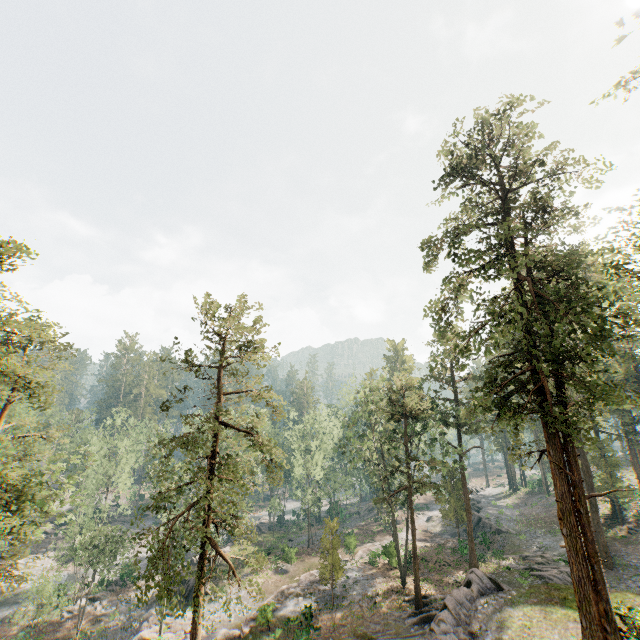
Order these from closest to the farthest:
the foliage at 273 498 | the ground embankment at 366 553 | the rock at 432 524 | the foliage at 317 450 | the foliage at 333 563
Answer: the foliage at 333 563, the ground embankment at 366 553, the foliage at 317 450, the rock at 432 524, the foliage at 273 498

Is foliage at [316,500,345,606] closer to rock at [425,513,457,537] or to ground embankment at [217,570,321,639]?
ground embankment at [217,570,321,639]

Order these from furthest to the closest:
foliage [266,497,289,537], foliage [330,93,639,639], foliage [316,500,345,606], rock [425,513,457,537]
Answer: Answer: foliage [266,497,289,537] < rock [425,513,457,537] < foliage [316,500,345,606] < foliage [330,93,639,639]

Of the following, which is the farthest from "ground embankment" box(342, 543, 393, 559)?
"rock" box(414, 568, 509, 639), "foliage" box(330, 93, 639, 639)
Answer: "rock" box(414, 568, 509, 639)

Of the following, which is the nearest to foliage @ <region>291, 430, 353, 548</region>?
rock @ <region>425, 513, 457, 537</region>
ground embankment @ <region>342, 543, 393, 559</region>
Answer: ground embankment @ <region>342, 543, 393, 559</region>

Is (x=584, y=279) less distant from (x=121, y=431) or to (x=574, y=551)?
(x=574, y=551)

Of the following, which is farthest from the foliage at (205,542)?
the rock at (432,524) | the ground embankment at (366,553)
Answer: the rock at (432,524)
